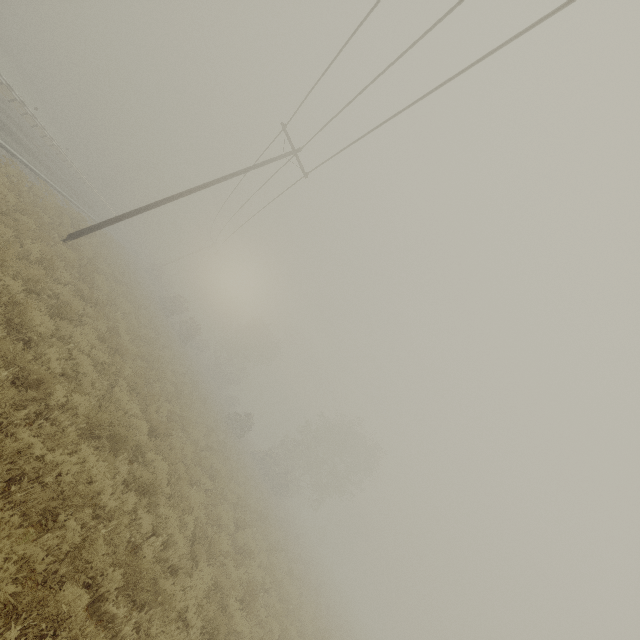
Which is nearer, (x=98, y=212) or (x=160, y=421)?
(x=160, y=421)
